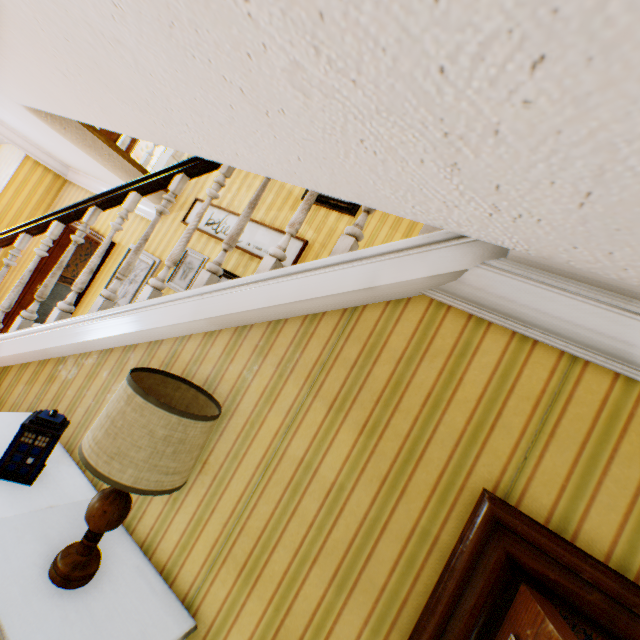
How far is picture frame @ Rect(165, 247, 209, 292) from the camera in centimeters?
413cm

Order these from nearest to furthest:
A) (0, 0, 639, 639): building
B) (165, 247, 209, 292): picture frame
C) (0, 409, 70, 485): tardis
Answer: (0, 0, 639, 639): building → (0, 409, 70, 485): tardis → (165, 247, 209, 292): picture frame

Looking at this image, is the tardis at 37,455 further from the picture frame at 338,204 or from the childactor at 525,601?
the picture frame at 338,204

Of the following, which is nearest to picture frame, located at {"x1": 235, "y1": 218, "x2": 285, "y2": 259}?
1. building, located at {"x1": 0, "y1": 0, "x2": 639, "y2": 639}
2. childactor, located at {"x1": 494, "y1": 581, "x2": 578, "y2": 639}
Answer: building, located at {"x1": 0, "y1": 0, "x2": 639, "y2": 639}

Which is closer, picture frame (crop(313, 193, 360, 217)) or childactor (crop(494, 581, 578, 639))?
childactor (crop(494, 581, 578, 639))

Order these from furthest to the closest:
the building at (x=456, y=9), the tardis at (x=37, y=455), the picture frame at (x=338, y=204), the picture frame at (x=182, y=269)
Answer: the picture frame at (x=182, y=269) → the picture frame at (x=338, y=204) → the tardis at (x=37, y=455) → the building at (x=456, y=9)

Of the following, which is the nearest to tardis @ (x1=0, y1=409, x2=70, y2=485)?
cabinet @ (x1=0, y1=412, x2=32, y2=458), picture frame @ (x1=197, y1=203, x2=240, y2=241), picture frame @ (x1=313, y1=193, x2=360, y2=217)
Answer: cabinet @ (x1=0, y1=412, x2=32, y2=458)

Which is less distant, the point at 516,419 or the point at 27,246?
the point at 516,419
